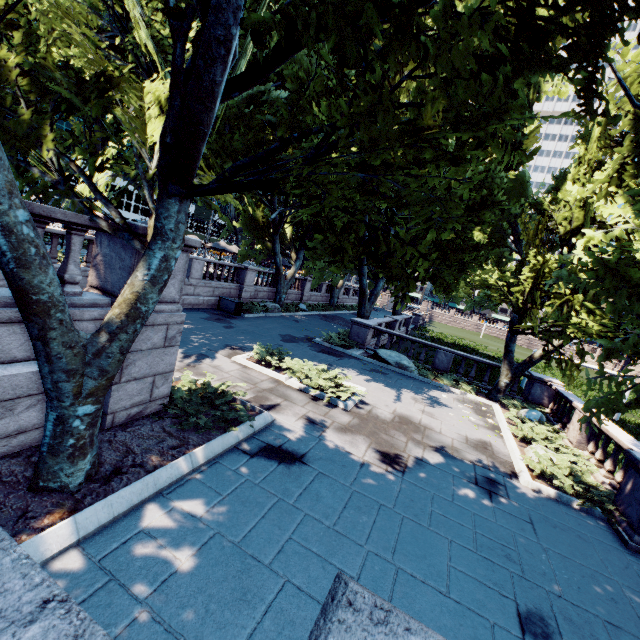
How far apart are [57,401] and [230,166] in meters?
3.9 m

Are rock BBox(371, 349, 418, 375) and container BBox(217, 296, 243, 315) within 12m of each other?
yes

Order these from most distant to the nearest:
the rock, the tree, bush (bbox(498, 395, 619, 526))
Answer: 1. the rock
2. bush (bbox(498, 395, 619, 526))
3. the tree

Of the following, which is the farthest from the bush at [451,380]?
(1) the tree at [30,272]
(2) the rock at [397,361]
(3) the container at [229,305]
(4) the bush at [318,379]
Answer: (3) the container at [229,305]

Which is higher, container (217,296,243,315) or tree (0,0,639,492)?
tree (0,0,639,492)

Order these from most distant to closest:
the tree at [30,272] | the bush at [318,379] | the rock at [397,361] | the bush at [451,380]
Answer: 1. the rock at [397,361]
2. the bush at [451,380]
3. the bush at [318,379]
4. the tree at [30,272]

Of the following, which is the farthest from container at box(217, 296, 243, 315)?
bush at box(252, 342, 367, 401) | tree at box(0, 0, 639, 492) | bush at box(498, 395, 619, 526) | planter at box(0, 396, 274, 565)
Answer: bush at box(498, 395, 619, 526)

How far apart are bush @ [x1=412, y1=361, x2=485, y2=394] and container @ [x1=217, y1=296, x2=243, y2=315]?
12.6 meters
